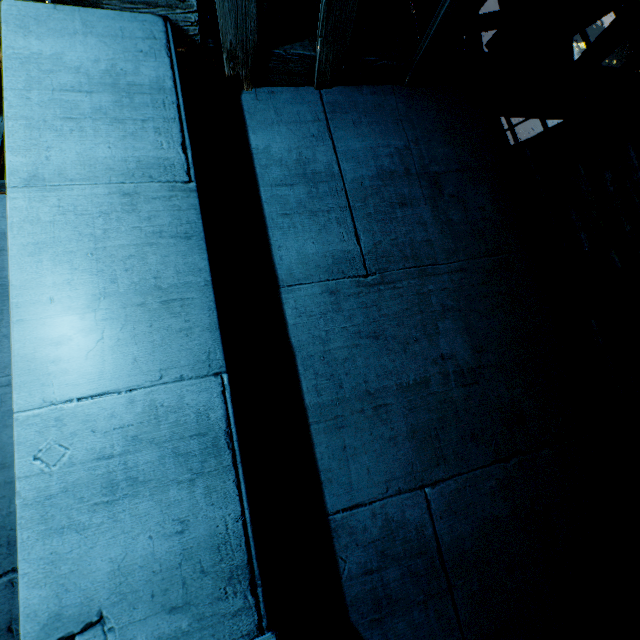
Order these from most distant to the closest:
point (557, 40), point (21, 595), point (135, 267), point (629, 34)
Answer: point (557, 40) → point (629, 34) → point (135, 267) → point (21, 595)
